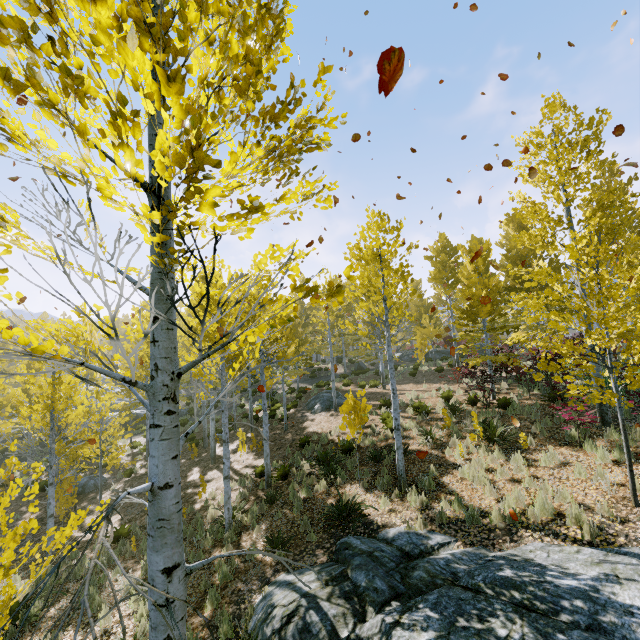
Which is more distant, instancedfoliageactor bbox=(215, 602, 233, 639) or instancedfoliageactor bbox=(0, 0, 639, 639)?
instancedfoliageactor bbox=(215, 602, 233, 639)

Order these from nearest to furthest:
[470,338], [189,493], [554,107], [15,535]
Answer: [15,535] → [554,107] → [189,493] → [470,338]

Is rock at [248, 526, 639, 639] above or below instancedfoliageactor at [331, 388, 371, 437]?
below

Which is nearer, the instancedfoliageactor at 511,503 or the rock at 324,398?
the instancedfoliageactor at 511,503

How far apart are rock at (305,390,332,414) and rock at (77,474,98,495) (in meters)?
11.57

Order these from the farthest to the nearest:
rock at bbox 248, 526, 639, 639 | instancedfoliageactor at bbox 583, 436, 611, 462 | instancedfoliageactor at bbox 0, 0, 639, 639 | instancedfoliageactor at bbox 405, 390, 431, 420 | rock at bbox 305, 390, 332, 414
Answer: rock at bbox 305, 390, 332, 414 → instancedfoliageactor at bbox 405, 390, 431, 420 → instancedfoliageactor at bbox 583, 436, 611, 462 → rock at bbox 248, 526, 639, 639 → instancedfoliageactor at bbox 0, 0, 639, 639
